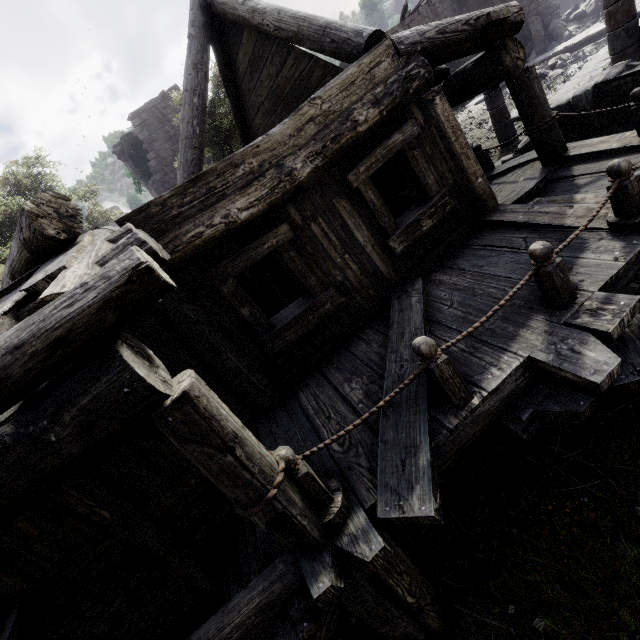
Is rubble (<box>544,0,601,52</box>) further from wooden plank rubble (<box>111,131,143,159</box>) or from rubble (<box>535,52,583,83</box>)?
wooden plank rubble (<box>111,131,143,159</box>)

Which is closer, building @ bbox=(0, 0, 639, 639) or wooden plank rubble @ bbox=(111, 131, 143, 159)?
building @ bbox=(0, 0, 639, 639)

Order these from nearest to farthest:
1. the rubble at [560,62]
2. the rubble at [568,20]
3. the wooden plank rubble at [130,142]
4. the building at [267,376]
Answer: the building at [267,376]
the rubble at [560,62]
the rubble at [568,20]
the wooden plank rubble at [130,142]

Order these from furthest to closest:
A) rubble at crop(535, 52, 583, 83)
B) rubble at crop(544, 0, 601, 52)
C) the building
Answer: rubble at crop(544, 0, 601, 52), rubble at crop(535, 52, 583, 83), the building

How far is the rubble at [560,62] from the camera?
15.11m

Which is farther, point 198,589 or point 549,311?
point 198,589

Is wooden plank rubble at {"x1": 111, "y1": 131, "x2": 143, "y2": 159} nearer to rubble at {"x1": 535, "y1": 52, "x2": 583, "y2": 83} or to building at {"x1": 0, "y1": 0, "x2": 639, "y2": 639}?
building at {"x1": 0, "y1": 0, "x2": 639, "y2": 639}

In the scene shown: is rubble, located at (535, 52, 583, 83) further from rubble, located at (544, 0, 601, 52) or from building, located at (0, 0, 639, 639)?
rubble, located at (544, 0, 601, 52)
